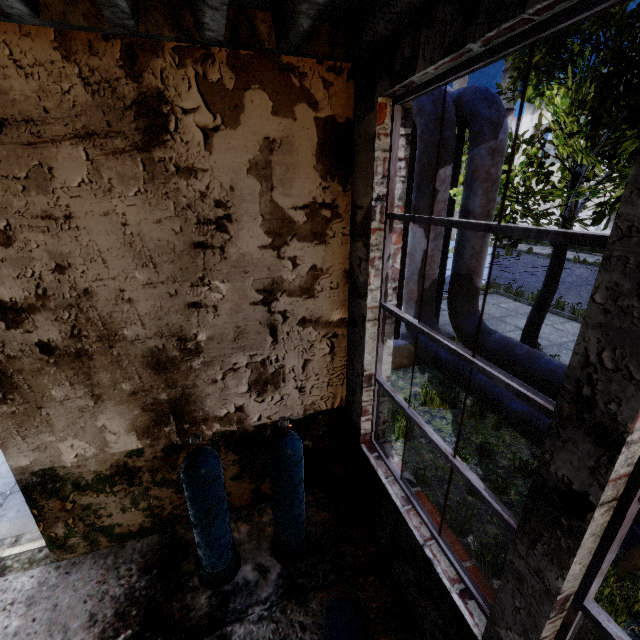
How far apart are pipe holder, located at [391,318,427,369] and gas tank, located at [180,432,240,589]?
4.5m

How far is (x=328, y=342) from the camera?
3.40m

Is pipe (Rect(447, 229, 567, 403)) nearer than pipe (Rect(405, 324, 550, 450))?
No

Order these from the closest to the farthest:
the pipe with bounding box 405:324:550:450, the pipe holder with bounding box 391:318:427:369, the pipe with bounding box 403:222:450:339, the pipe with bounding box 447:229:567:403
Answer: the pipe with bounding box 405:324:550:450 → the pipe with bounding box 447:229:567:403 → the pipe with bounding box 403:222:450:339 → the pipe holder with bounding box 391:318:427:369

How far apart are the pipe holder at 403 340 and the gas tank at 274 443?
3.95m

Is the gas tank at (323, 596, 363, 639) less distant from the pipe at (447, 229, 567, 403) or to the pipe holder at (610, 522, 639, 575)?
the pipe holder at (610, 522, 639, 575)

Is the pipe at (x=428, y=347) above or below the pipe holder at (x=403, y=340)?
above

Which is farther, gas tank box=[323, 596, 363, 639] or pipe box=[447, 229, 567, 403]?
pipe box=[447, 229, 567, 403]
